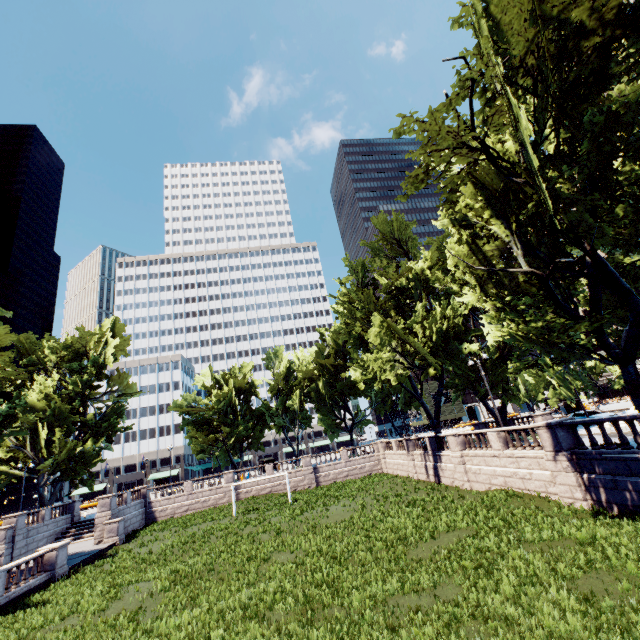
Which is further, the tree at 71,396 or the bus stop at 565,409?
the bus stop at 565,409

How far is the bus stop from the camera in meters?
50.7

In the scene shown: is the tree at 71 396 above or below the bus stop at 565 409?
above

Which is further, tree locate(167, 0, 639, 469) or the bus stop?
the bus stop

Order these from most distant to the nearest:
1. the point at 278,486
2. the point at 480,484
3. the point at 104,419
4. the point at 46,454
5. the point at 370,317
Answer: the point at 104,419 < the point at 278,486 < the point at 46,454 < the point at 370,317 < the point at 480,484

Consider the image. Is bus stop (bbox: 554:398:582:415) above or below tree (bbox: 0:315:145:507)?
below

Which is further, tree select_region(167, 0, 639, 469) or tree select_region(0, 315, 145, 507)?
tree select_region(0, 315, 145, 507)
